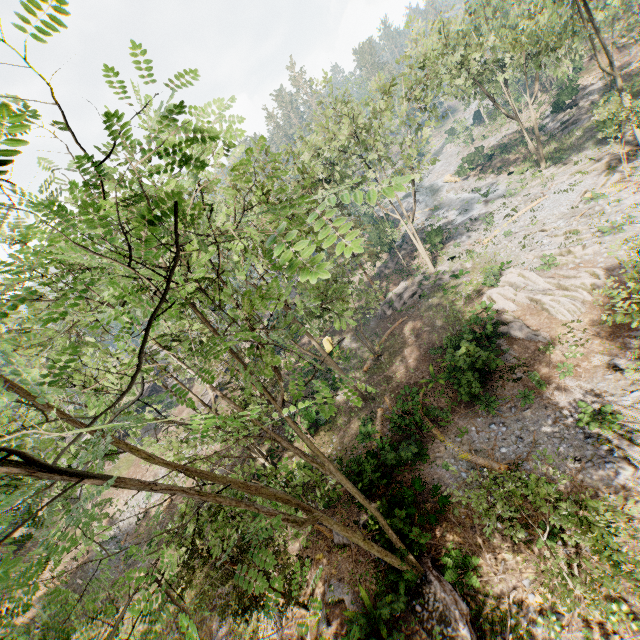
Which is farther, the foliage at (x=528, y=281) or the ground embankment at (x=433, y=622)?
the ground embankment at (x=433, y=622)

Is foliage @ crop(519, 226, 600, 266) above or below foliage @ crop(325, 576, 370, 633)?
below

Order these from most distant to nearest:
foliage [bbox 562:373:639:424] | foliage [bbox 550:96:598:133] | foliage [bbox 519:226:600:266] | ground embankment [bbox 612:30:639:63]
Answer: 1. ground embankment [bbox 612:30:639:63]
2. foliage [bbox 550:96:598:133]
3. foliage [bbox 519:226:600:266]
4. foliage [bbox 562:373:639:424]

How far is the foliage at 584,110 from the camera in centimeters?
3662cm

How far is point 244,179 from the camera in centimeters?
518cm

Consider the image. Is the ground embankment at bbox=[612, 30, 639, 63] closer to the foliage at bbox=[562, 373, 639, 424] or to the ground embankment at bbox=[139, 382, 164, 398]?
the foliage at bbox=[562, 373, 639, 424]

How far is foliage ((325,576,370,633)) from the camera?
11.5m

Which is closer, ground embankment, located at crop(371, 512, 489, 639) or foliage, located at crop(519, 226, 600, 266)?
ground embankment, located at crop(371, 512, 489, 639)
